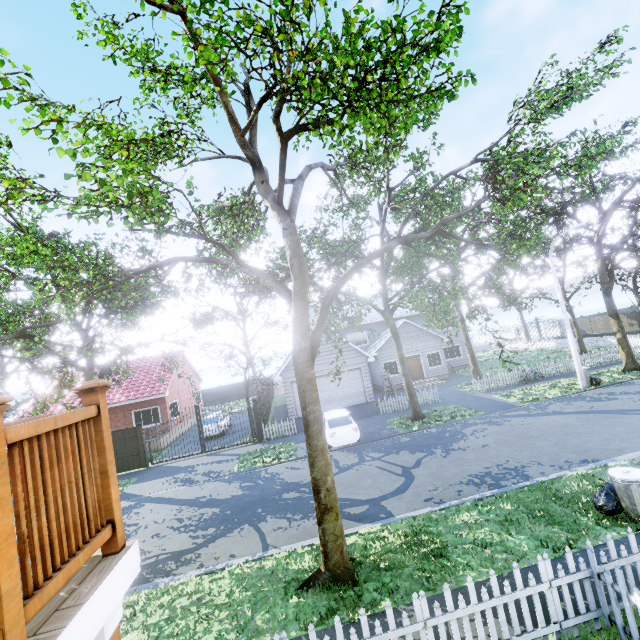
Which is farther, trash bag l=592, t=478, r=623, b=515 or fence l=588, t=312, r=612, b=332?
fence l=588, t=312, r=612, b=332

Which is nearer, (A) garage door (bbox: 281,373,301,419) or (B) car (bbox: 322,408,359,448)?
(B) car (bbox: 322,408,359,448)

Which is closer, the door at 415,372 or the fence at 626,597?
the fence at 626,597

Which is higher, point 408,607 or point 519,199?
point 519,199

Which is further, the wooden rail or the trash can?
the trash can

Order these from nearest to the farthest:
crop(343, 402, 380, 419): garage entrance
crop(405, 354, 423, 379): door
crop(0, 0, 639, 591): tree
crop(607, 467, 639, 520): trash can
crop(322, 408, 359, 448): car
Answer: crop(0, 0, 639, 591): tree, crop(607, 467, 639, 520): trash can, crop(322, 408, 359, 448): car, crop(343, 402, 380, 419): garage entrance, crop(405, 354, 423, 379): door

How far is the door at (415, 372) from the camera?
27.8m

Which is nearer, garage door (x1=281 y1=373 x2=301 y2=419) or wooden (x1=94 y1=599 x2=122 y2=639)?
wooden (x1=94 y1=599 x2=122 y2=639)
